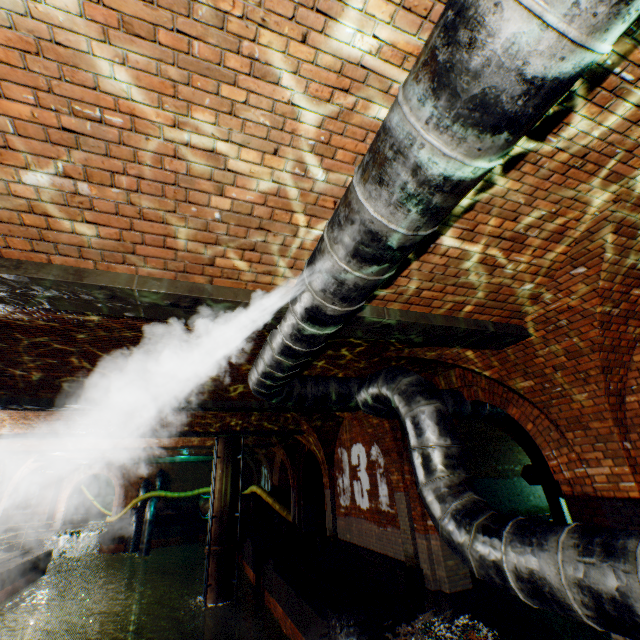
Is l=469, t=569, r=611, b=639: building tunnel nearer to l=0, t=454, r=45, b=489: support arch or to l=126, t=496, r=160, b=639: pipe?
l=0, t=454, r=45, b=489: support arch

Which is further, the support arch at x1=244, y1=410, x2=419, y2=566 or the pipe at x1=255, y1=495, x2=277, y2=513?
the pipe at x1=255, y1=495, x2=277, y2=513

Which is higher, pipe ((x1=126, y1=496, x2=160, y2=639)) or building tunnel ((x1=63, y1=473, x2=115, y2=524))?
building tunnel ((x1=63, y1=473, x2=115, y2=524))

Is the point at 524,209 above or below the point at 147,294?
above

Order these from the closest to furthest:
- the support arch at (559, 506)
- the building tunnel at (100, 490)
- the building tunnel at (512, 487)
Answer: the support arch at (559, 506), the building tunnel at (512, 487), the building tunnel at (100, 490)

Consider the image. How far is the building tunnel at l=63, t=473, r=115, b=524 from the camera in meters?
27.8

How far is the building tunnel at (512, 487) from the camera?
14.44m

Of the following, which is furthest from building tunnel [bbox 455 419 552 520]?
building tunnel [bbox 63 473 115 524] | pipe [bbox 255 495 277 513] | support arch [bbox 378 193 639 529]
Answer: building tunnel [bbox 63 473 115 524]
